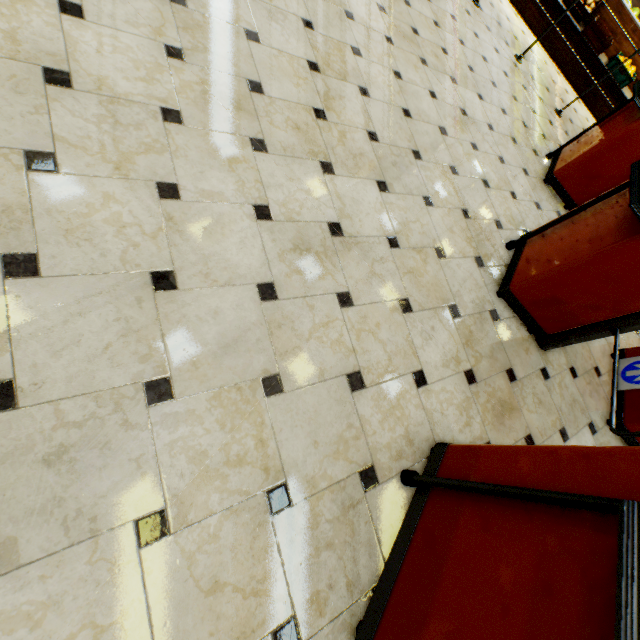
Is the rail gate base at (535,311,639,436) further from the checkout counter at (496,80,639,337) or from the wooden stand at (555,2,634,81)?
the wooden stand at (555,2,634,81)

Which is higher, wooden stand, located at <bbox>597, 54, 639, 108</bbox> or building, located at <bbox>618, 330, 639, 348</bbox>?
wooden stand, located at <bbox>597, 54, 639, 108</bbox>

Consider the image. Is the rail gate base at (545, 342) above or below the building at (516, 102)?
above

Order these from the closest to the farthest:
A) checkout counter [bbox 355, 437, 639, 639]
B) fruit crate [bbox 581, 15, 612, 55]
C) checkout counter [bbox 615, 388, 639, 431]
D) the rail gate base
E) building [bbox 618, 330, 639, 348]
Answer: checkout counter [bbox 355, 437, 639, 639], the rail gate base, checkout counter [bbox 615, 388, 639, 431], building [bbox 618, 330, 639, 348], fruit crate [bbox 581, 15, 612, 55]

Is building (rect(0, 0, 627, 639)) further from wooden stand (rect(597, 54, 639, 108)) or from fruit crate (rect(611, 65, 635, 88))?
fruit crate (rect(611, 65, 635, 88))

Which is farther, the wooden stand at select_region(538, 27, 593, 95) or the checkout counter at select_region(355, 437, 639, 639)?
the wooden stand at select_region(538, 27, 593, 95)

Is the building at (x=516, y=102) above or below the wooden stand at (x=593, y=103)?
below

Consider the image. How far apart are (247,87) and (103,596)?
2.4m
